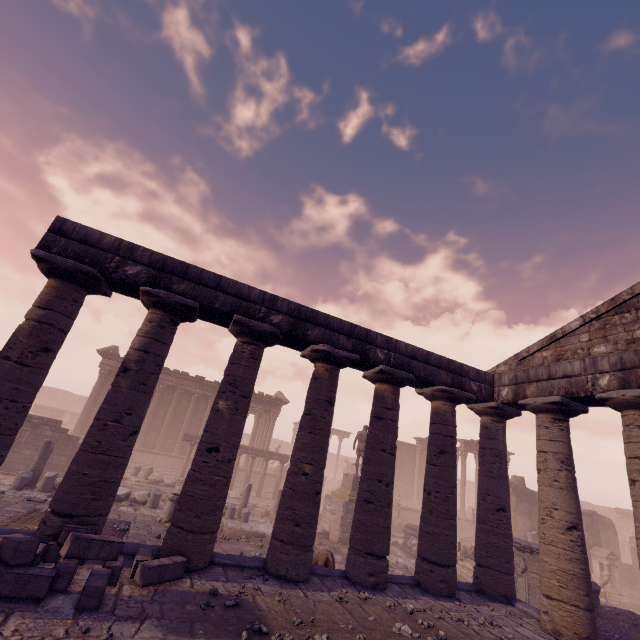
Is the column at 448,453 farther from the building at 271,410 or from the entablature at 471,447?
the entablature at 471,447

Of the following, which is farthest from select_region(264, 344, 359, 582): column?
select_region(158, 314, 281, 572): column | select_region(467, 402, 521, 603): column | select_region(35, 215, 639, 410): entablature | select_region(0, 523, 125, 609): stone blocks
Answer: select_region(467, 402, 521, 603): column

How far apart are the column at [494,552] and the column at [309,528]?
5.1 meters

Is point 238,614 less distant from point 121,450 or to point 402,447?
point 121,450

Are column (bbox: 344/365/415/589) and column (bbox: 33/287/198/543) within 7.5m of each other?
yes

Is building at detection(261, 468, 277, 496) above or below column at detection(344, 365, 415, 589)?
below

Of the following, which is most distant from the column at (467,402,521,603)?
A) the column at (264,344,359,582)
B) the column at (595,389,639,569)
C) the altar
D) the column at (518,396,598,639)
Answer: the altar

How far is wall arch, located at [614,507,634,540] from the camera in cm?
3184
